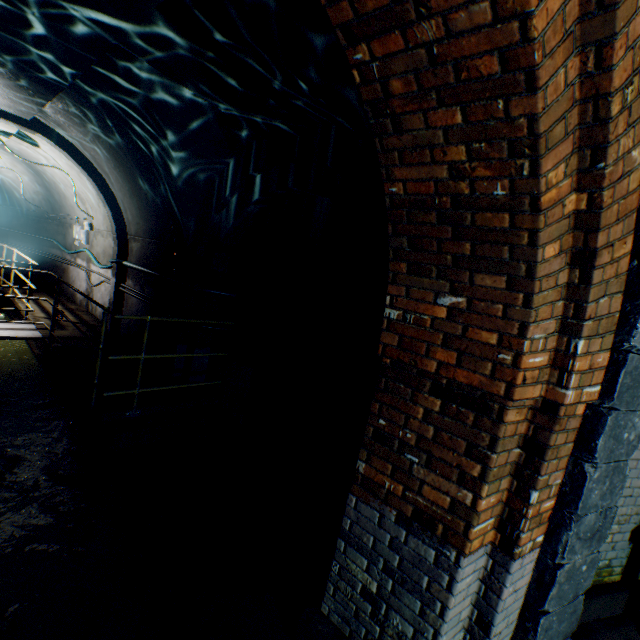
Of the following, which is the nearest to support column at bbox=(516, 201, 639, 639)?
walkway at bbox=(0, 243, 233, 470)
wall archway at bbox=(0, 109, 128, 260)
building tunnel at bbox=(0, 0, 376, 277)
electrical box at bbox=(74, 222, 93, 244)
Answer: building tunnel at bbox=(0, 0, 376, 277)

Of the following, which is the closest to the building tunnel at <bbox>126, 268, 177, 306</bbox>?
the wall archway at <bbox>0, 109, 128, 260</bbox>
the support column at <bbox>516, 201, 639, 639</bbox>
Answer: the wall archway at <bbox>0, 109, 128, 260</bbox>

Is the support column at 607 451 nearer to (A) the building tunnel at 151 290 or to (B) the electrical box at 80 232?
(A) the building tunnel at 151 290

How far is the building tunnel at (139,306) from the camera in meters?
6.1

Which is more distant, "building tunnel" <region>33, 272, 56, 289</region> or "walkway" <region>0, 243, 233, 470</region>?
"building tunnel" <region>33, 272, 56, 289</region>

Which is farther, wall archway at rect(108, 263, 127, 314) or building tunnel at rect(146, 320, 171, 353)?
wall archway at rect(108, 263, 127, 314)

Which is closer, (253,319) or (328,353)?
(328,353)
